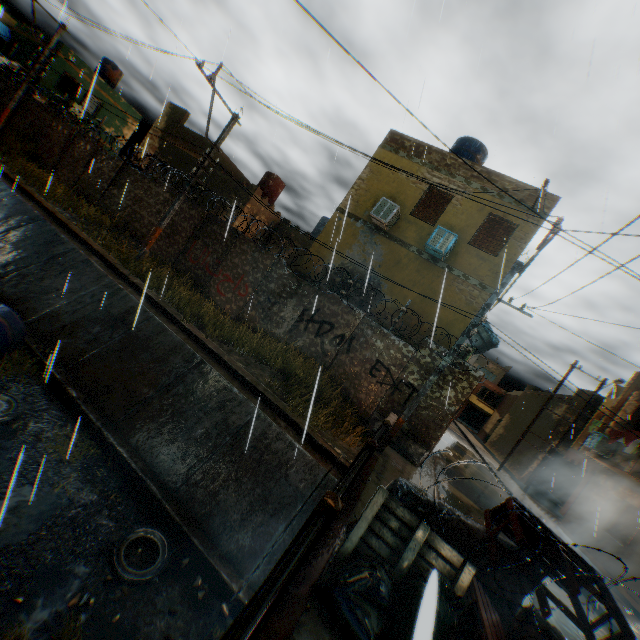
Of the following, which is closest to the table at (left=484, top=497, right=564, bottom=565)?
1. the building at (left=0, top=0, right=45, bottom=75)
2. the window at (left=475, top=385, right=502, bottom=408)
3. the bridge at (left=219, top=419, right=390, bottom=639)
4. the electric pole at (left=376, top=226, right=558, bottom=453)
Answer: the bridge at (left=219, top=419, right=390, bottom=639)

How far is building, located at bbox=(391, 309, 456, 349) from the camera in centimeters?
1145cm

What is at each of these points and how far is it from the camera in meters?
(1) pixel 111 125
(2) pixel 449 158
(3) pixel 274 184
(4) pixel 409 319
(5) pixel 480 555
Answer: (1) building, 28.2
(2) building, 12.5
(3) water tank, 22.2
(4) building, 11.9
(5) concrete block, 4.0

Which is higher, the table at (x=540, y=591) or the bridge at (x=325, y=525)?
the table at (x=540, y=591)

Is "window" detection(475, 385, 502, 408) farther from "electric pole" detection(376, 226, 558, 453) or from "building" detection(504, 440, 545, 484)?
"electric pole" detection(376, 226, 558, 453)

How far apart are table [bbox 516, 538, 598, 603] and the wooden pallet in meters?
0.4

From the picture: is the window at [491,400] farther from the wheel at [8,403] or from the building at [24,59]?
the wheel at [8,403]

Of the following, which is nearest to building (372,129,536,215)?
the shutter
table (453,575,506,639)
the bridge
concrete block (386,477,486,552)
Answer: the shutter
